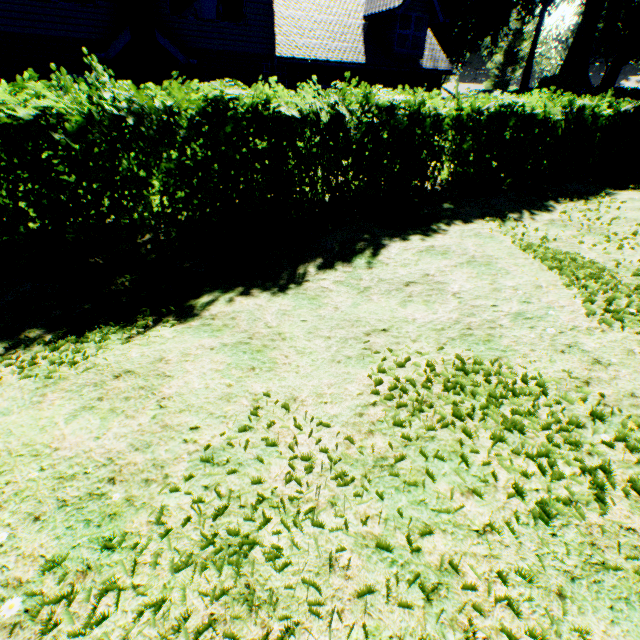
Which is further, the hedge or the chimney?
the chimney

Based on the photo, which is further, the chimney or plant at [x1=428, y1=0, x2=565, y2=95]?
plant at [x1=428, y1=0, x2=565, y2=95]

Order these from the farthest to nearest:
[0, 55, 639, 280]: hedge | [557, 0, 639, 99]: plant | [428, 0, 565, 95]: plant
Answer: [428, 0, 565, 95]: plant
[557, 0, 639, 99]: plant
[0, 55, 639, 280]: hedge

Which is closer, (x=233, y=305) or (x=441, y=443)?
(x=441, y=443)

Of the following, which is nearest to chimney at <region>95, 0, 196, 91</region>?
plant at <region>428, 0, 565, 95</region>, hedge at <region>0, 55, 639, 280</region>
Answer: hedge at <region>0, 55, 639, 280</region>

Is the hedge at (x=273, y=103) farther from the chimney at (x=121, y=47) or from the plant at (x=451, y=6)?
the plant at (x=451, y=6)

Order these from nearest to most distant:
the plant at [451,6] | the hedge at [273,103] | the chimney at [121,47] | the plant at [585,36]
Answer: the hedge at [273,103], the chimney at [121,47], the plant at [585,36], the plant at [451,6]

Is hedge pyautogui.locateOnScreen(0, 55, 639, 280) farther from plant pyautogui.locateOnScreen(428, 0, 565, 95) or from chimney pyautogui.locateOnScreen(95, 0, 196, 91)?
plant pyautogui.locateOnScreen(428, 0, 565, 95)
